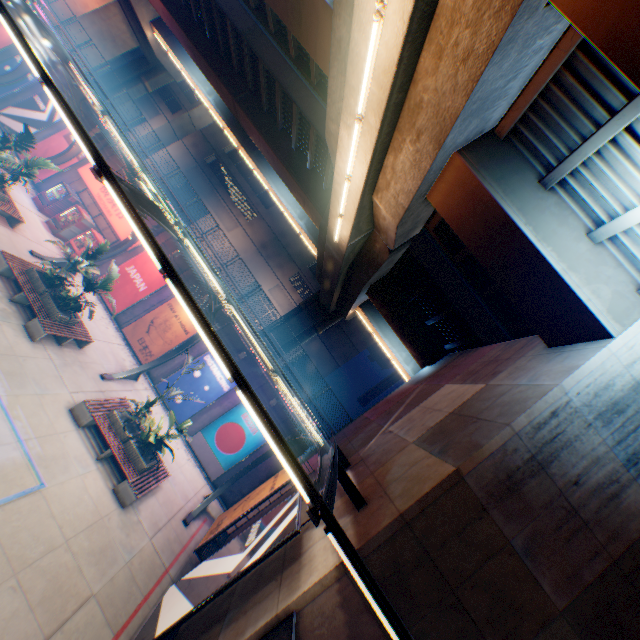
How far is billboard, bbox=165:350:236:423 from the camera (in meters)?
18.03

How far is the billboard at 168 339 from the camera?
18.6m

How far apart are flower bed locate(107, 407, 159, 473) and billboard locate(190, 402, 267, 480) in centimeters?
510cm

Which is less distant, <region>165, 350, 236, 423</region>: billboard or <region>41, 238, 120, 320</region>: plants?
<region>41, 238, 120, 320</region>: plants

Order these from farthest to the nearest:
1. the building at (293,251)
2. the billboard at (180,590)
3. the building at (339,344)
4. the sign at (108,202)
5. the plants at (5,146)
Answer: the building at (293,251) < the building at (339,344) < the sign at (108,202) < the plants at (5,146) < the billboard at (180,590)

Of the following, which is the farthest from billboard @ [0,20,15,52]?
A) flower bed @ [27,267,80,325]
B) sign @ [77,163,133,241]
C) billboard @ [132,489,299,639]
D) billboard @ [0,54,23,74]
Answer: billboard @ [132,489,299,639]

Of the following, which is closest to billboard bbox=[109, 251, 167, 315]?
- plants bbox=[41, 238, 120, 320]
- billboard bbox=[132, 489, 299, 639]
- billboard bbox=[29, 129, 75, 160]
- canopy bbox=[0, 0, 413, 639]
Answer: canopy bbox=[0, 0, 413, 639]

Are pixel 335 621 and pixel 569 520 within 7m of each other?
yes
